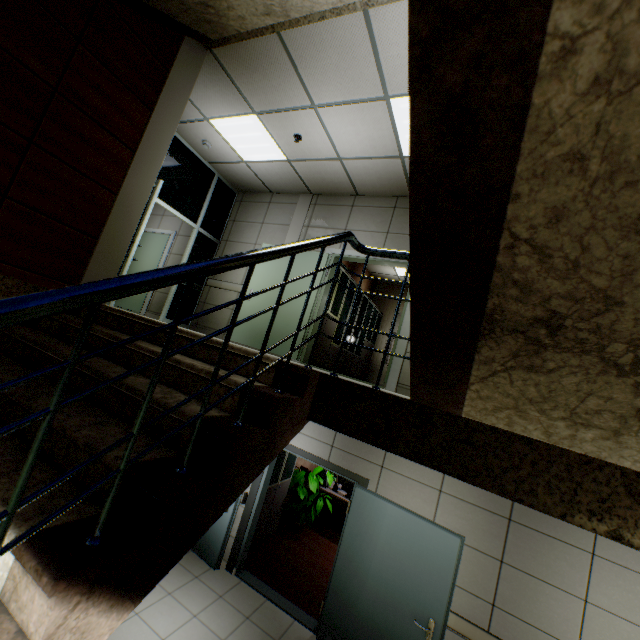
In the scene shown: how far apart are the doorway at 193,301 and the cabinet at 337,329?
2.6m

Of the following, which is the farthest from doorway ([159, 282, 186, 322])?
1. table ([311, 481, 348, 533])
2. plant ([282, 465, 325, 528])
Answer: table ([311, 481, 348, 533])

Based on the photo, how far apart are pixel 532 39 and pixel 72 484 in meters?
1.9 m

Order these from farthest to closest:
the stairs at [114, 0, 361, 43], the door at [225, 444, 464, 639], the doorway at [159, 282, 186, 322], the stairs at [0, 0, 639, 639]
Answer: the doorway at [159, 282, 186, 322], the door at [225, 444, 464, 639], the stairs at [114, 0, 361, 43], the stairs at [0, 0, 639, 639]

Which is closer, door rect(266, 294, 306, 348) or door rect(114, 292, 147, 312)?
door rect(266, 294, 306, 348)

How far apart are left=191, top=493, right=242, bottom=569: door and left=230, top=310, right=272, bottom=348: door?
1.3m

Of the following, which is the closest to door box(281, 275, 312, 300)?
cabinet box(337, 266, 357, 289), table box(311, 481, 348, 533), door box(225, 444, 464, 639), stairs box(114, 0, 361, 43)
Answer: cabinet box(337, 266, 357, 289)

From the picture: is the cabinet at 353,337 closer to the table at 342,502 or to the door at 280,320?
the door at 280,320
